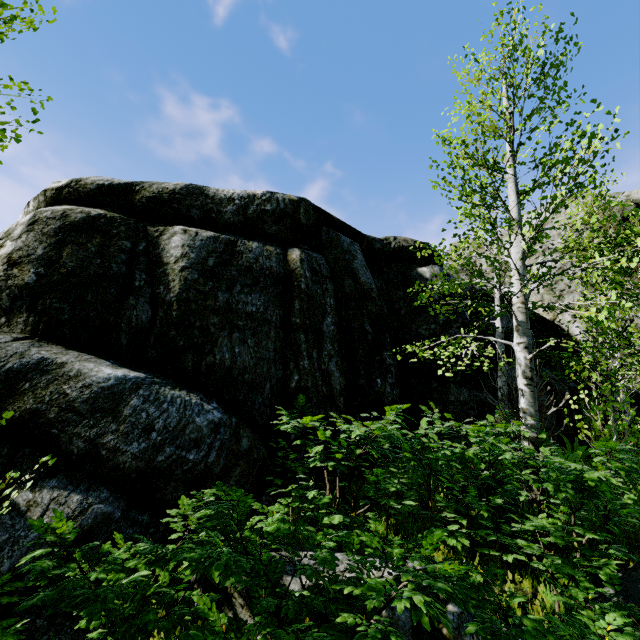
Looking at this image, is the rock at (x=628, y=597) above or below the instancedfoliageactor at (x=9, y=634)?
above

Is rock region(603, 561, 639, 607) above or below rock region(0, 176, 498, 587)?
below

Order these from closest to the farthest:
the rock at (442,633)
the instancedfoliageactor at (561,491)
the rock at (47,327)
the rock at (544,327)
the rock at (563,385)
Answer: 1. the instancedfoliageactor at (561,491)
2. the rock at (442,633)
3. the rock at (47,327)
4. the rock at (563,385)
5. the rock at (544,327)

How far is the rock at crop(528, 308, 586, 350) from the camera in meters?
12.1

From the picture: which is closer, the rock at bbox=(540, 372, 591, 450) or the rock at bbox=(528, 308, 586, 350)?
the rock at bbox=(540, 372, 591, 450)

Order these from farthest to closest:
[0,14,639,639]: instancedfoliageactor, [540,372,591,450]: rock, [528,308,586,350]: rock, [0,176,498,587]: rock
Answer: [528,308,586,350]: rock < [540,372,591,450]: rock < [0,176,498,587]: rock < [0,14,639,639]: instancedfoliageactor

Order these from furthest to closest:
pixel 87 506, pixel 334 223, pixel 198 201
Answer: pixel 334 223
pixel 198 201
pixel 87 506
